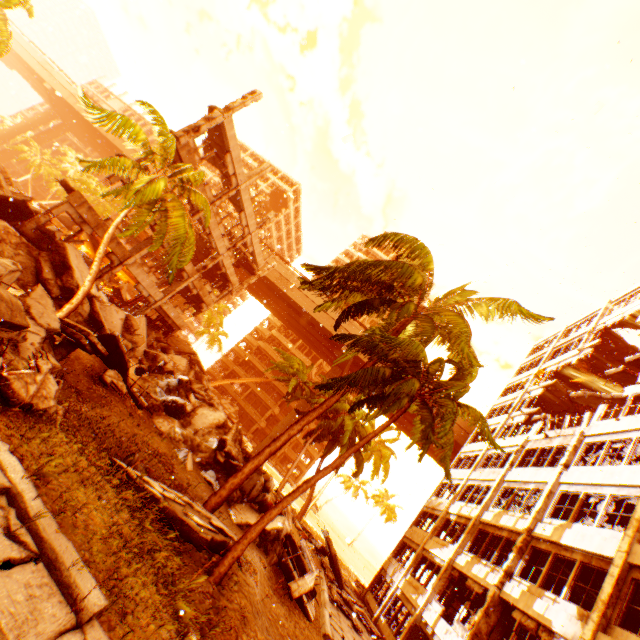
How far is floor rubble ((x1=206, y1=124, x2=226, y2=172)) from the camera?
19.9 meters

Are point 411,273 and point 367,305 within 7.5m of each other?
yes

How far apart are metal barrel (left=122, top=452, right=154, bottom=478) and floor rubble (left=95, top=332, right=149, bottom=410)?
3.1 meters

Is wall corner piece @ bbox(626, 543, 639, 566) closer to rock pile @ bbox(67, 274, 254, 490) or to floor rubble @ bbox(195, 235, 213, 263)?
rock pile @ bbox(67, 274, 254, 490)

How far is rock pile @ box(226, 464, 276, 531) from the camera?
12.5 meters

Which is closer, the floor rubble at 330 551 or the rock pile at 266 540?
the rock pile at 266 540

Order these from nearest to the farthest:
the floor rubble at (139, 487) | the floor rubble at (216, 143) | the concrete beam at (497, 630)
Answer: the floor rubble at (139, 487) < the concrete beam at (497, 630) < the floor rubble at (216, 143)

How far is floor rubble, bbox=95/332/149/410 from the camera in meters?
13.5 m
